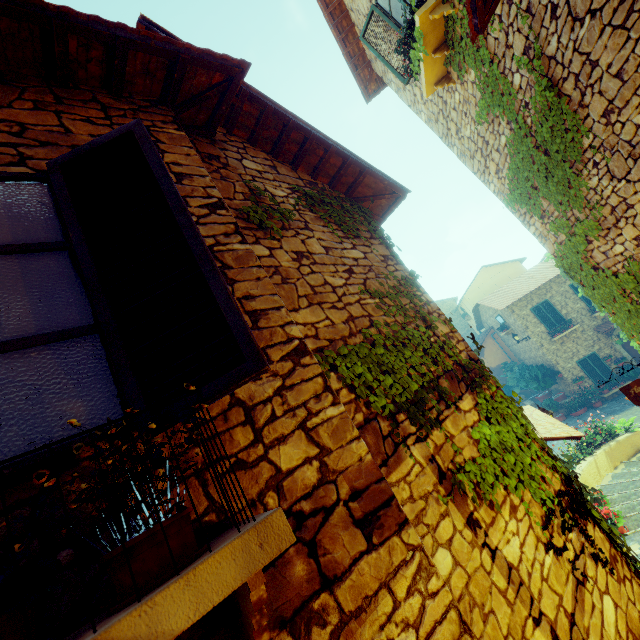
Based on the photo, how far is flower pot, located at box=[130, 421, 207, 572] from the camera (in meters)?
0.94

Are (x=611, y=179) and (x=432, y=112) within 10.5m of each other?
yes

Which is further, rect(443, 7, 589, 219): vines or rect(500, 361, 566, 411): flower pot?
rect(500, 361, 566, 411): flower pot

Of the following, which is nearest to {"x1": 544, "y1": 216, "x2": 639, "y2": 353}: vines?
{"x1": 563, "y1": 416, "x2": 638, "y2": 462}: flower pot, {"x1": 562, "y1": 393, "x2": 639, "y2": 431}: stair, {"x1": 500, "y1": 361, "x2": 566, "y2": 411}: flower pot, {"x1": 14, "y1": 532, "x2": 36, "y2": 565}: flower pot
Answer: {"x1": 562, "y1": 393, "x2": 639, "y2": 431}: stair

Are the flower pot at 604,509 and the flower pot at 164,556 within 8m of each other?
no

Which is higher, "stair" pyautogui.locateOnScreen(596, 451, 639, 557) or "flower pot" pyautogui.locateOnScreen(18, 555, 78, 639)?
"flower pot" pyautogui.locateOnScreen(18, 555, 78, 639)

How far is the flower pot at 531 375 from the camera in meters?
18.5

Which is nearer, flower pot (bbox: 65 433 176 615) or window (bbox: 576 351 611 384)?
flower pot (bbox: 65 433 176 615)
